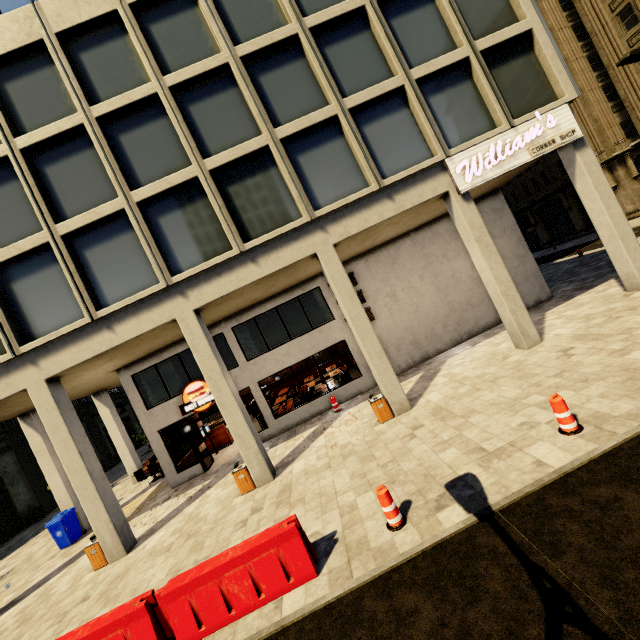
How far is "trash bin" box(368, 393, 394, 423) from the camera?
10.51m

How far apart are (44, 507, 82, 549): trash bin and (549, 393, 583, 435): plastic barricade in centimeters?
1806cm

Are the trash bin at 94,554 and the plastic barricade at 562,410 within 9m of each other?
no

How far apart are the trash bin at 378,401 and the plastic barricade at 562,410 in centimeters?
499cm

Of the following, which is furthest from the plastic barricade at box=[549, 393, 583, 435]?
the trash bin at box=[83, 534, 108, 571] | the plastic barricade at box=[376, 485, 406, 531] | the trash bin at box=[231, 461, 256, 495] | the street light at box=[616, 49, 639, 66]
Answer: the street light at box=[616, 49, 639, 66]

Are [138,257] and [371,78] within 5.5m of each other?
no

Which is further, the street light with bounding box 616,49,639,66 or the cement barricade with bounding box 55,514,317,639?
the street light with bounding box 616,49,639,66

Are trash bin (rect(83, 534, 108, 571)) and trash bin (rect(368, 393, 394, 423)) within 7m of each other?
no
